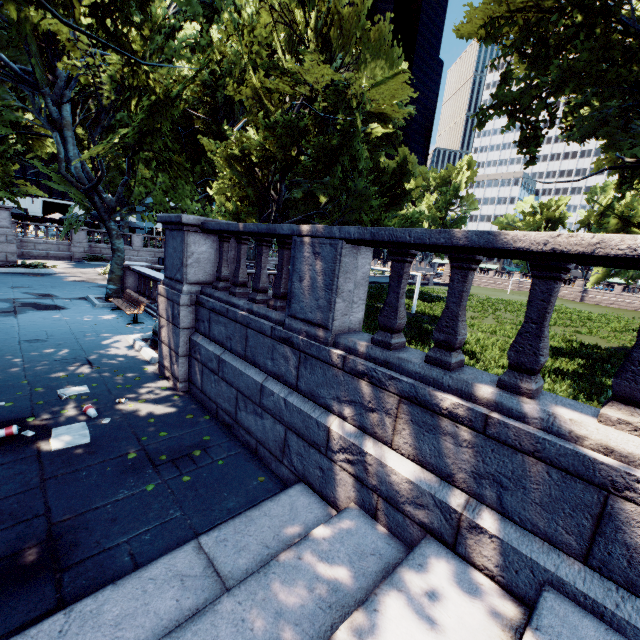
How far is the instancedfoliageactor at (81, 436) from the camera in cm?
503

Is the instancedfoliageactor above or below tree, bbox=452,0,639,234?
below

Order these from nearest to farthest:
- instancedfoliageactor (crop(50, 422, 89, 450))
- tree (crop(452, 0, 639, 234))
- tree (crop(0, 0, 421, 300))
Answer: instancedfoliageactor (crop(50, 422, 89, 450)) < tree (crop(0, 0, 421, 300)) < tree (crop(452, 0, 639, 234))

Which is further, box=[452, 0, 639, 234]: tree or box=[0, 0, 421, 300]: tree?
box=[452, 0, 639, 234]: tree

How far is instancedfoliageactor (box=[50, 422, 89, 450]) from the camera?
5.0m

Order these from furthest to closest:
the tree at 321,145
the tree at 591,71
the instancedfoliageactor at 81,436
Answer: the tree at 591,71
the tree at 321,145
the instancedfoliageactor at 81,436

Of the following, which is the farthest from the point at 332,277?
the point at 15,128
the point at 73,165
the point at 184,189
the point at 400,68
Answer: the point at 400,68
